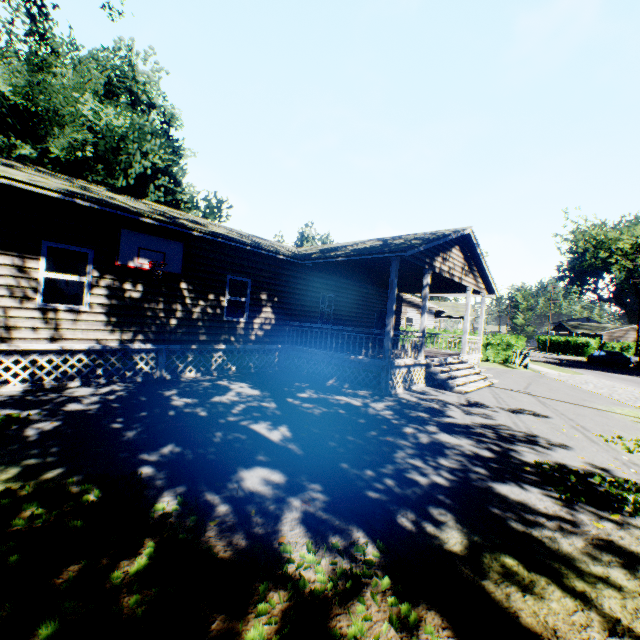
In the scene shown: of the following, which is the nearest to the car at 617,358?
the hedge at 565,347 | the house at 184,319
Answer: the hedge at 565,347

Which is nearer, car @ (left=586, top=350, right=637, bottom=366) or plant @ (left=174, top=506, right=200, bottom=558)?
plant @ (left=174, top=506, right=200, bottom=558)

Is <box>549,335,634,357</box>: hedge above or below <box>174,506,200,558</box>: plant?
above

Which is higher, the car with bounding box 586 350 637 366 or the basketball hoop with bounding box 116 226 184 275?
the basketball hoop with bounding box 116 226 184 275

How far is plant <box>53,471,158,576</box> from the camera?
2.76m

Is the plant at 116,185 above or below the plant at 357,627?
above

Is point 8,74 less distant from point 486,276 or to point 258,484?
point 258,484

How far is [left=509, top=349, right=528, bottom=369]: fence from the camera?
22.2m
